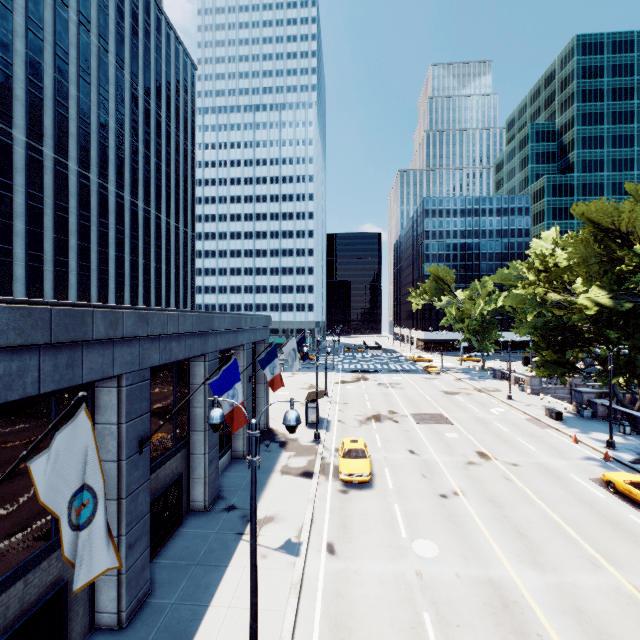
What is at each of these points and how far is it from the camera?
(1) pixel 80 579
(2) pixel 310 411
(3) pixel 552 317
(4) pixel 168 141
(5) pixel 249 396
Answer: (1) flag, 4.3 meters
(2) bus stop, 28.5 meters
(3) tree, 33.4 meters
(4) building, 55.6 meters
(5) building, 22.5 meters

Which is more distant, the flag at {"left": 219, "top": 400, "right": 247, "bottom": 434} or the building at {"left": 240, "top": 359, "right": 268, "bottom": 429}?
the building at {"left": 240, "top": 359, "right": 268, "bottom": 429}

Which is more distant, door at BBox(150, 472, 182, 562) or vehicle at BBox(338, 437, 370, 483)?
vehicle at BBox(338, 437, 370, 483)

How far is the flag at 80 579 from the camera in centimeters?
430cm

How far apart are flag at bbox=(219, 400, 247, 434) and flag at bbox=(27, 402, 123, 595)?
5.65m

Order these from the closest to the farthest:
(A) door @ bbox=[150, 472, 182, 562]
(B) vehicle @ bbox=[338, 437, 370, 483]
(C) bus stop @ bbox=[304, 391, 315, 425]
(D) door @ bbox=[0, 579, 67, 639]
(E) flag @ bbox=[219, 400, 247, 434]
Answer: (D) door @ bbox=[0, 579, 67, 639] < (E) flag @ bbox=[219, 400, 247, 434] < (A) door @ bbox=[150, 472, 182, 562] < (B) vehicle @ bbox=[338, 437, 370, 483] < (C) bus stop @ bbox=[304, 391, 315, 425]

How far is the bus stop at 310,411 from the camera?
28.50m

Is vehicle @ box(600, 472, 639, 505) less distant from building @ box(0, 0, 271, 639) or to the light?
the light
